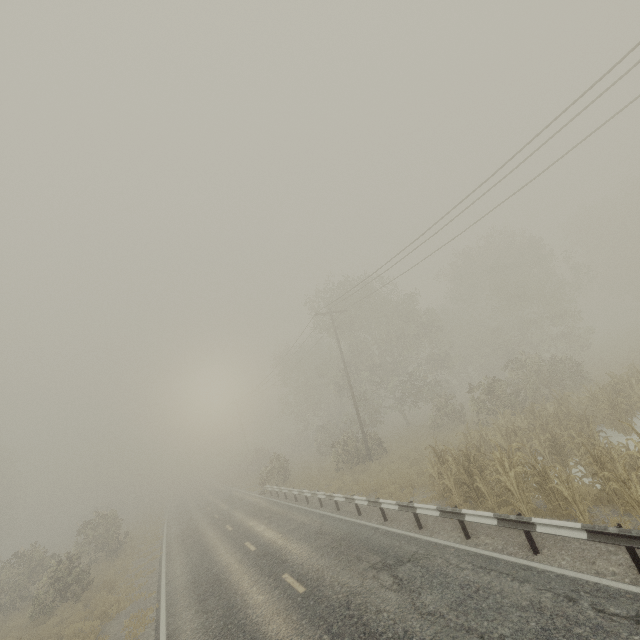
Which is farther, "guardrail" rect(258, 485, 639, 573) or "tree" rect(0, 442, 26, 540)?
"tree" rect(0, 442, 26, 540)

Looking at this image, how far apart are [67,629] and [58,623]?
4.36m

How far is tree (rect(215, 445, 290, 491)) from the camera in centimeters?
2736cm

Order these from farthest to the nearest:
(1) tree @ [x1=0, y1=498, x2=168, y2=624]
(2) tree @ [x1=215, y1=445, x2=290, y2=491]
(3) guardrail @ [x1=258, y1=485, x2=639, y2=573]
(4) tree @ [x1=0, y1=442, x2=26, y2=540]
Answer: (4) tree @ [x1=0, y1=442, x2=26, y2=540]
(2) tree @ [x1=215, y1=445, x2=290, y2=491]
(1) tree @ [x1=0, y1=498, x2=168, y2=624]
(3) guardrail @ [x1=258, y1=485, x2=639, y2=573]

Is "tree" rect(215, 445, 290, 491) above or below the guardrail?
above

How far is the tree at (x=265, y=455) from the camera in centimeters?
2736cm

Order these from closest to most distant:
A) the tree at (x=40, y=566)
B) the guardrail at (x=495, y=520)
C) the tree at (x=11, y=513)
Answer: the guardrail at (x=495, y=520), the tree at (x=40, y=566), the tree at (x=11, y=513)
